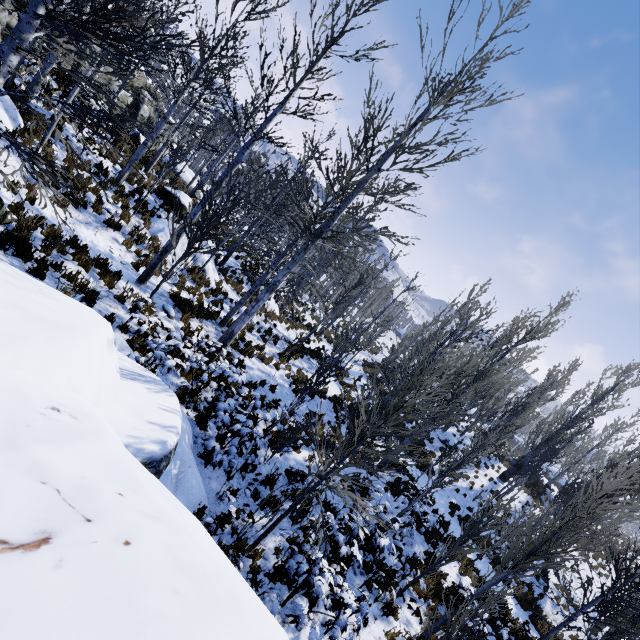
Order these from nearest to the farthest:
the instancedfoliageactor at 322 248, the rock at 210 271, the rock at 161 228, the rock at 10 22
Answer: the instancedfoliageactor at 322 248 → the rock at 10 22 → the rock at 161 228 → the rock at 210 271

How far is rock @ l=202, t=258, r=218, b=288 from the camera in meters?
→ 13.7 m

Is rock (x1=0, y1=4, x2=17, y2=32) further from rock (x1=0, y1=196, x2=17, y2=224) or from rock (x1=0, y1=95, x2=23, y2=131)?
rock (x1=0, y1=196, x2=17, y2=224)

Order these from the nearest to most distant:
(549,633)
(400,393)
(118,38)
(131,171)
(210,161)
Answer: (118,38) → (400,393) → (549,633) → (131,171) → (210,161)

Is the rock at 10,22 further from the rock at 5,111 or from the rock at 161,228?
the rock at 161,228

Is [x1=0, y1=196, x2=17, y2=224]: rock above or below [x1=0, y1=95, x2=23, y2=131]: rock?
below

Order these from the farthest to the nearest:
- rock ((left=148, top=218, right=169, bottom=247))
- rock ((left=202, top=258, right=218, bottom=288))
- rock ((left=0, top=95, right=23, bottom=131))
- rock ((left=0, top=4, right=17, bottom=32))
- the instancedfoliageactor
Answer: rock ((left=202, top=258, right=218, bottom=288)), rock ((left=148, top=218, right=169, bottom=247)), rock ((left=0, top=4, right=17, bottom=32)), rock ((left=0, top=95, right=23, bottom=131)), the instancedfoliageactor
